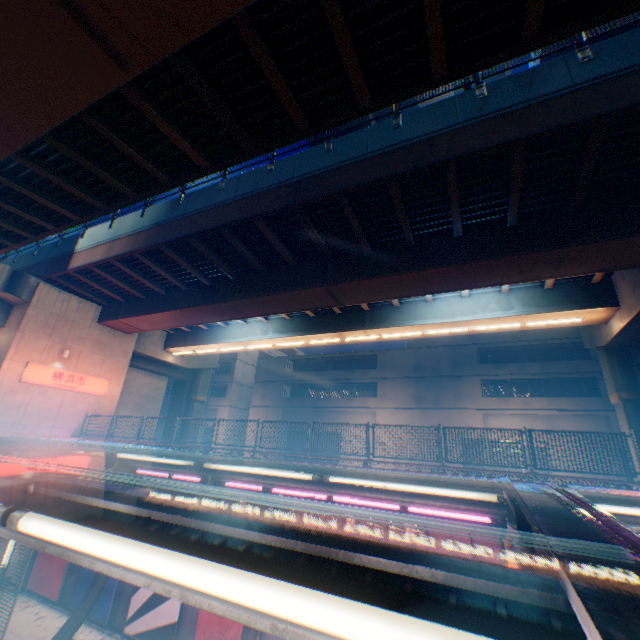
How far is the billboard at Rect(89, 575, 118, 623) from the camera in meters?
13.1 m

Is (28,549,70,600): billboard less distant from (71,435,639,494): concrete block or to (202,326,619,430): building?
(71,435,639,494): concrete block

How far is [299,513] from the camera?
11.41m

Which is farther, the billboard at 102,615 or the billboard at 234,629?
the billboard at 102,615

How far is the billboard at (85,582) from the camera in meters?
13.9

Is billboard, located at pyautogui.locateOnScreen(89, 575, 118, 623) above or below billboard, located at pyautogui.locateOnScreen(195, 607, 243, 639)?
below

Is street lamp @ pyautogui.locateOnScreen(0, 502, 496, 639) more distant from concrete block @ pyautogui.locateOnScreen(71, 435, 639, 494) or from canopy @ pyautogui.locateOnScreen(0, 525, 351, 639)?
concrete block @ pyautogui.locateOnScreen(71, 435, 639, 494)

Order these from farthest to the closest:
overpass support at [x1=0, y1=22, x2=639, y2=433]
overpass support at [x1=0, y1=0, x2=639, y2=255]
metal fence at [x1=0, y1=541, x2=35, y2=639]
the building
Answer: the building < metal fence at [x1=0, y1=541, x2=35, y2=639] < overpass support at [x1=0, y1=22, x2=639, y2=433] < overpass support at [x1=0, y1=0, x2=639, y2=255]
